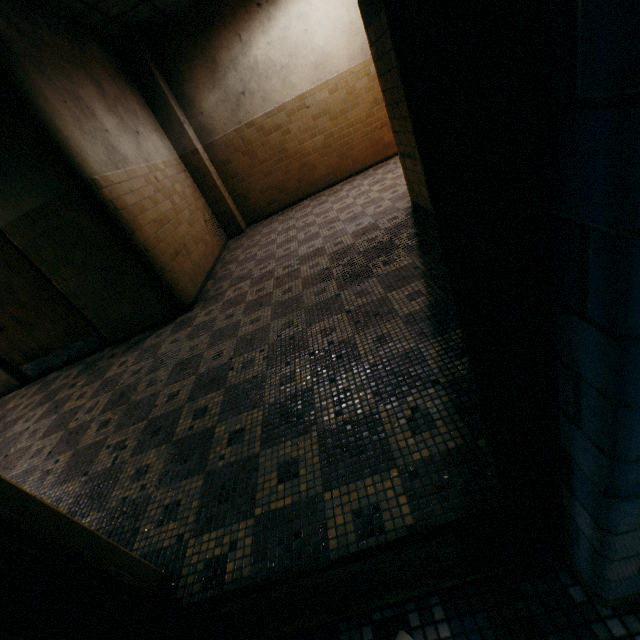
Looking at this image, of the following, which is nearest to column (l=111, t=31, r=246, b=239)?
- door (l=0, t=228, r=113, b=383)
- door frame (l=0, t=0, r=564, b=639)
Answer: door (l=0, t=228, r=113, b=383)

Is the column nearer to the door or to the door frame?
the door

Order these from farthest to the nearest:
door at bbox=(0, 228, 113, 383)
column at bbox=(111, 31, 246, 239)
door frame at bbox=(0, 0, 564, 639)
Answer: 1. column at bbox=(111, 31, 246, 239)
2. door at bbox=(0, 228, 113, 383)
3. door frame at bbox=(0, 0, 564, 639)

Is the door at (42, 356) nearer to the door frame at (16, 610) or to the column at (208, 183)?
the column at (208, 183)

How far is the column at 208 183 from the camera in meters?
5.9 m

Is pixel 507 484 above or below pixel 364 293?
above
